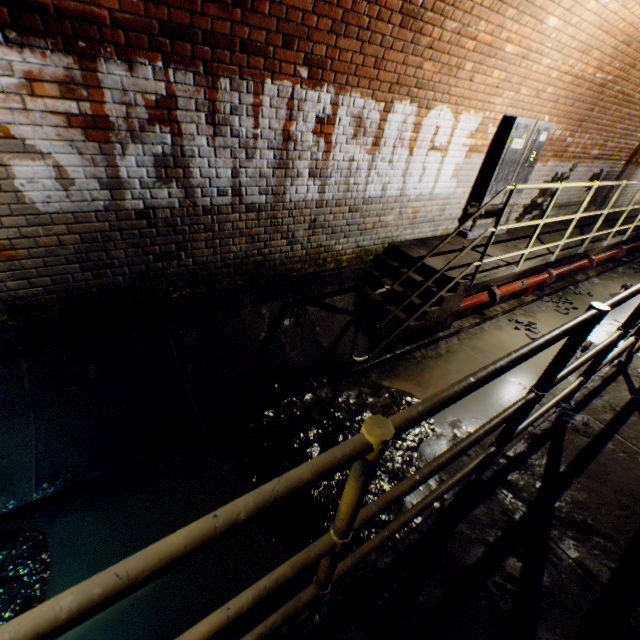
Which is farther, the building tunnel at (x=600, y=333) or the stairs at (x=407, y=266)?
the building tunnel at (x=600, y=333)

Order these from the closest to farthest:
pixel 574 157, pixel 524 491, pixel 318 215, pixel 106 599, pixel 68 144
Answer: pixel 106 599, pixel 524 491, pixel 68 144, pixel 318 215, pixel 574 157

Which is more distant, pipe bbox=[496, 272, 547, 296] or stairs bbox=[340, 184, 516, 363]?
pipe bbox=[496, 272, 547, 296]

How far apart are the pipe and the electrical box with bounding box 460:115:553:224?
1.0 meters

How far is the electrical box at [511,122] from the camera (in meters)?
5.01

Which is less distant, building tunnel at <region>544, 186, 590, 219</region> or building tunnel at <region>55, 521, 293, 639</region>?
building tunnel at <region>55, 521, 293, 639</region>

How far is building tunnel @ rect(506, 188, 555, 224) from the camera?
6.87m

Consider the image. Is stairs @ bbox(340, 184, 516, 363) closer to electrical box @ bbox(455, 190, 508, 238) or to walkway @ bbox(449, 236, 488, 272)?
walkway @ bbox(449, 236, 488, 272)
